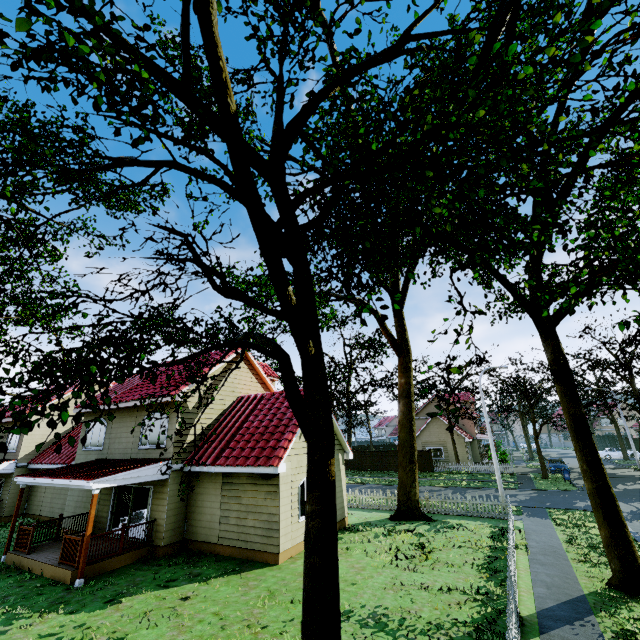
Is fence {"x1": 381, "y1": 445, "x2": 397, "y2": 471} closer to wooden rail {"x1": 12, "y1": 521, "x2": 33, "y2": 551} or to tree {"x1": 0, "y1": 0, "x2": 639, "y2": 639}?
tree {"x1": 0, "y1": 0, "x2": 639, "y2": 639}

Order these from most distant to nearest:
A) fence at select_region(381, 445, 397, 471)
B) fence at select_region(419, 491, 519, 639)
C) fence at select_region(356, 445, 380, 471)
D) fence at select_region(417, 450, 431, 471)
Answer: fence at select_region(356, 445, 380, 471) → fence at select_region(381, 445, 397, 471) → fence at select_region(417, 450, 431, 471) → fence at select_region(419, 491, 519, 639)

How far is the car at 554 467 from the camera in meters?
31.5 m

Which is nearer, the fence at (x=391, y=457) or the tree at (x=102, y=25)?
the tree at (x=102, y=25)

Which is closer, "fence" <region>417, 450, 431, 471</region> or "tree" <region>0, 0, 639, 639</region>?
"tree" <region>0, 0, 639, 639</region>

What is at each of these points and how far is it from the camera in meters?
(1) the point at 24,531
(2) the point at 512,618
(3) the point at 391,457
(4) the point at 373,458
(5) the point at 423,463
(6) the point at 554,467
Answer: (1) wooden rail, 13.1
(2) fence, 6.6
(3) fence, 38.6
(4) fence, 39.6
(5) fence, 36.8
(6) car, 31.8

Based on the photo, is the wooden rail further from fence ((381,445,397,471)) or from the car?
the car

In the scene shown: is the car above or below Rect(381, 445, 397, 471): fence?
below
